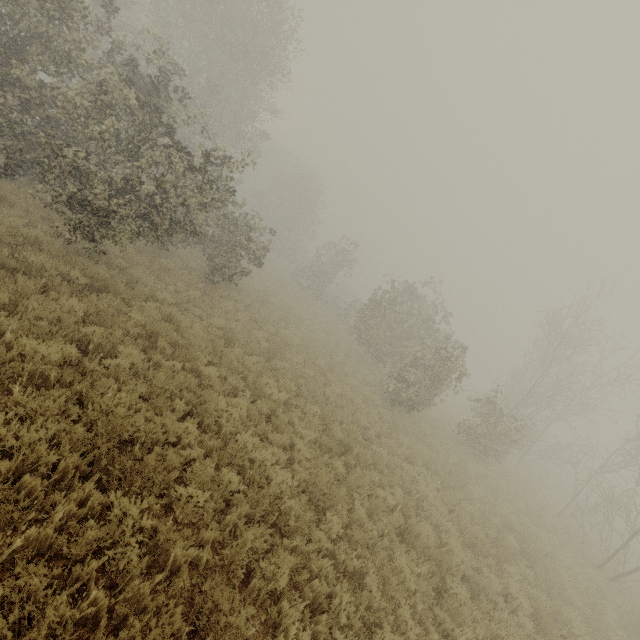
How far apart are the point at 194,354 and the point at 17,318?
3.5 meters
